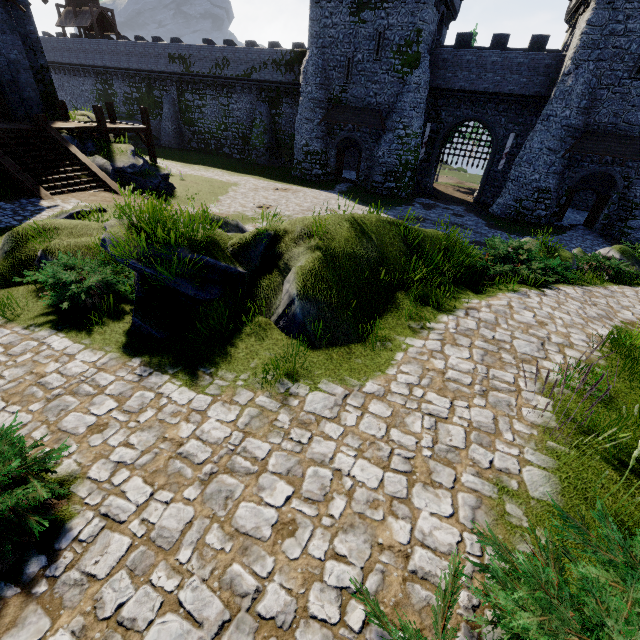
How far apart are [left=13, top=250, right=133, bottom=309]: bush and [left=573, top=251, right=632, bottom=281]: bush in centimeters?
1432cm

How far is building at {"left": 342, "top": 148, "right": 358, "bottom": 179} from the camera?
36.00m

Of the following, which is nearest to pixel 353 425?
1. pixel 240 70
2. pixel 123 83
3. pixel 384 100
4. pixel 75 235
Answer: pixel 75 235

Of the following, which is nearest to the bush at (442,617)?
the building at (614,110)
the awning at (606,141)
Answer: the awning at (606,141)

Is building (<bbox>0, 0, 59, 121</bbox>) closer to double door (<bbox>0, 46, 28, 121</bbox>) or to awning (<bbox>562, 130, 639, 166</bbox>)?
double door (<bbox>0, 46, 28, 121</bbox>)

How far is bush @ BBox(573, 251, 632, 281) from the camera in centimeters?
1124cm

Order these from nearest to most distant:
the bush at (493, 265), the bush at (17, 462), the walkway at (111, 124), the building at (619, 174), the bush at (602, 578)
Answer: the bush at (602, 578), the bush at (17, 462), the bush at (493, 265), the walkway at (111, 124), the building at (619, 174)

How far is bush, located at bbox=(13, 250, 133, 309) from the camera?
6.19m
